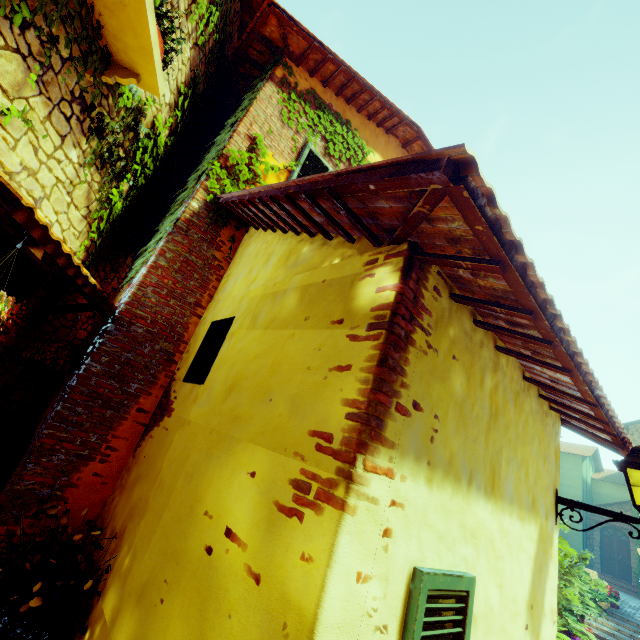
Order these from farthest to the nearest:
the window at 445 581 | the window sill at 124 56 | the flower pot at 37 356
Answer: the flower pot at 37 356 < the window sill at 124 56 < the window at 445 581

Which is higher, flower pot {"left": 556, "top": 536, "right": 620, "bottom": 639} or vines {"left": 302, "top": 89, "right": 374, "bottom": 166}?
vines {"left": 302, "top": 89, "right": 374, "bottom": 166}

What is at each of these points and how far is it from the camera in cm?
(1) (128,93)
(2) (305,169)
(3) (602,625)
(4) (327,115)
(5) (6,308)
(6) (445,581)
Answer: (1) vines, 314
(2) window, 491
(3) stair, 1197
(4) vines, 542
(5) flower pot, 186
(6) window, 155

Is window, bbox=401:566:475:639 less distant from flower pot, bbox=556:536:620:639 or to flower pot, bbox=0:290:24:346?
flower pot, bbox=0:290:24:346

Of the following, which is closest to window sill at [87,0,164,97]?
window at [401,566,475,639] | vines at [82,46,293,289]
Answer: vines at [82,46,293,289]

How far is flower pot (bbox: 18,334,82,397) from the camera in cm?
312

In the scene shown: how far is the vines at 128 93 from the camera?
3.29m

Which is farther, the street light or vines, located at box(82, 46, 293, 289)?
vines, located at box(82, 46, 293, 289)
